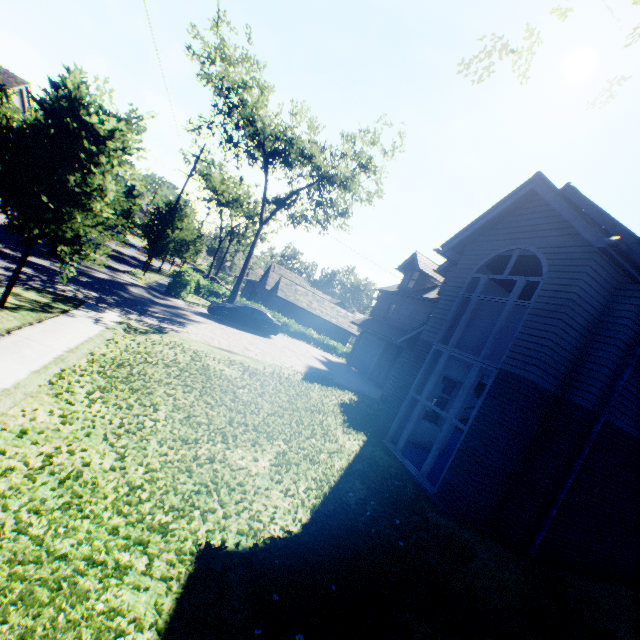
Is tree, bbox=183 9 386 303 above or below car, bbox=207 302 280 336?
above

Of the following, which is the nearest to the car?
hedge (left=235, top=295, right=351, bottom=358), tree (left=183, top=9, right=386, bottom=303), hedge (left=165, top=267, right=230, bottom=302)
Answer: hedge (left=165, top=267, right=230, bottom=302)

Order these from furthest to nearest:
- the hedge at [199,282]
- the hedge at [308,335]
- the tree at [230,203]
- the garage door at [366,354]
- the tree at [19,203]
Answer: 1. the hedge at [308,335]
2. the garage door at [366,354]
3. the tree at [230,203]
4. the hedge at [199,282]
5. the tree at [19,203]

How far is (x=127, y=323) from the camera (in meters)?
12.14

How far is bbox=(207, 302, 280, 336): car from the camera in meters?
20.7 m

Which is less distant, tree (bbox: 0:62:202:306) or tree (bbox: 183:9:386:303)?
tree (bbox: 0:62:202:306)

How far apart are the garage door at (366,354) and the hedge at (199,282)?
13.64m

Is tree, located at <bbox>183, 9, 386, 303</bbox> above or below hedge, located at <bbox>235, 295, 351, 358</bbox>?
above
